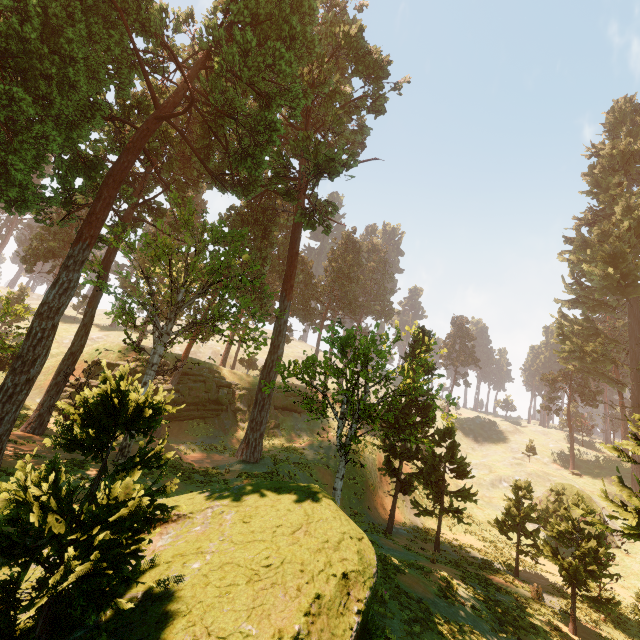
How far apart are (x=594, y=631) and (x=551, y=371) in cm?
4909

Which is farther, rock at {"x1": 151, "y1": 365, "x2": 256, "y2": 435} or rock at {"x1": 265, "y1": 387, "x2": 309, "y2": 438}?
rock at {"x1": 265, "y1": 387, "x2": 309, "y2": 438}

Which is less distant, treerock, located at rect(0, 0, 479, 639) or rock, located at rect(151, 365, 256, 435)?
treerock, located at rect(0, 0, 479, 639)

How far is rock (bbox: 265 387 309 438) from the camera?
36.5m

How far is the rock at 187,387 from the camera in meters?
32.1

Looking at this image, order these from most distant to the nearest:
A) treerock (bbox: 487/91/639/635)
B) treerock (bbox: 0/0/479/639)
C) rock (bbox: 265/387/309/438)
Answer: rock (bbox: 265/387/309/438)
treerock (bbox: 487/91/639/635)
treerock (bbox: 0/0/479/639)
